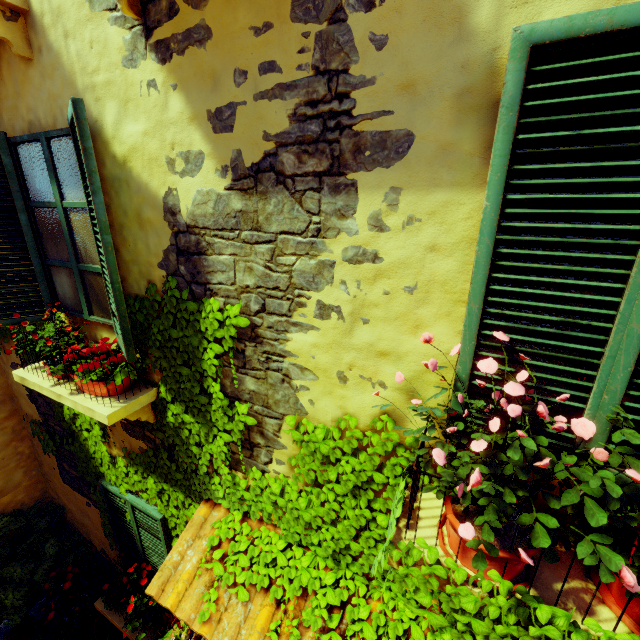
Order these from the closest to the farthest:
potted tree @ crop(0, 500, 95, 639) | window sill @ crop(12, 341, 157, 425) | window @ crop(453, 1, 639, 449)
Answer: window @ crop(453, 1, 639, 449)
window sill @ crop(12, 341, 157, 425)
potted tree @ crop(0, 500, 95, 639)

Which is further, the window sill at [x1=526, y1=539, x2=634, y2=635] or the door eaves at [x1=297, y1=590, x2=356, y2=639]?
the door eaves at [x1=297, y1=590, x2=356, y2=639]

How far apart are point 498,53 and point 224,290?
1.8m

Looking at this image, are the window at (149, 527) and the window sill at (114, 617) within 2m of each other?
yes

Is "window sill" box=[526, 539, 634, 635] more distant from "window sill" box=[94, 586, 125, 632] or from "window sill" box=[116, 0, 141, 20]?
"window sill" box=[94, 586, 125, 632]

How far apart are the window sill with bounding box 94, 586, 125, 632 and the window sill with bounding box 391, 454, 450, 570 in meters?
4.1 m

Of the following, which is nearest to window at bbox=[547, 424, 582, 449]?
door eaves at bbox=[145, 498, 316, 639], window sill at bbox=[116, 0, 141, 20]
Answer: window sill at bbox=[116, 0, 141, 20]

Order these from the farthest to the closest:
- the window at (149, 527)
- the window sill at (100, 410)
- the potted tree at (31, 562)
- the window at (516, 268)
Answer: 1. the potted tree at (31, 562)
2. the window at (149, 527)
3. the window sill at (100, 410)
4. the window at (516, 268)
